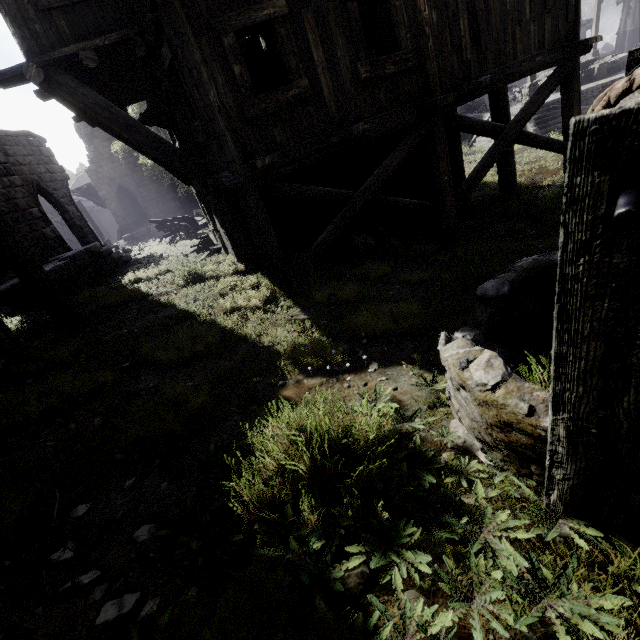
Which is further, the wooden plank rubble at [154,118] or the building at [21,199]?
the wooden plank rubble at [154,118]

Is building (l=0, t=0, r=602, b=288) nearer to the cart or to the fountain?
the cart

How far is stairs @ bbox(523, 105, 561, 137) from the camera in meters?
17.1

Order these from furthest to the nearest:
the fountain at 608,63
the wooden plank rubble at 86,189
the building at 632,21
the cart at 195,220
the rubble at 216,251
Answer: the building at 632,21, the wooden plank rubble at 86,189, the fountain at 608,63, the cart at 195,220, the rubble at 216,251

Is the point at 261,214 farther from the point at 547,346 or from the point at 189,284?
the point at 547,346

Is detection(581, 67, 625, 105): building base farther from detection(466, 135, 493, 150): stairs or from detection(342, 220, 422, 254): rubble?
detection(342, 220, 422, 254): rubble

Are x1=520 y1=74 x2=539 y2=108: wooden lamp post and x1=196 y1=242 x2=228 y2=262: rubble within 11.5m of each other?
no

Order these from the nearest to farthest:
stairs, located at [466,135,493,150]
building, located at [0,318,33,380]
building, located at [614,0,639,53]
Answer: building, located at [0,318,33,380] → stairs, located at [466,135,493,150] → building, located at [614,0,639,53]
